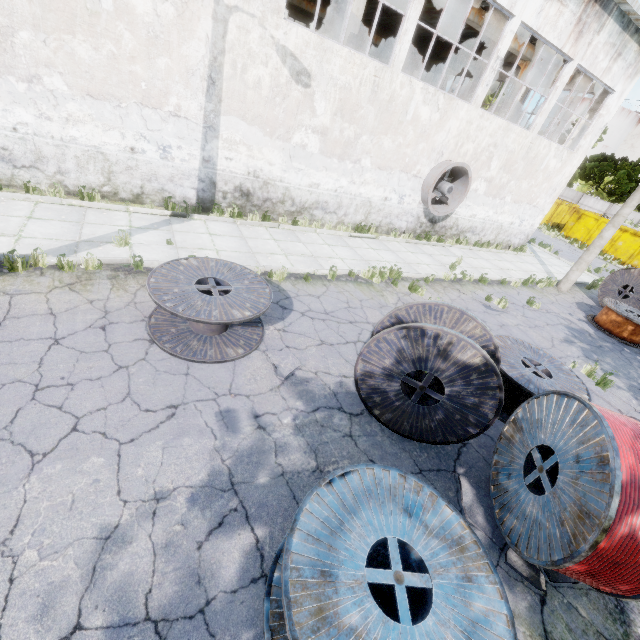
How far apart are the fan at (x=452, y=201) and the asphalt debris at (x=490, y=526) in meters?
11.4

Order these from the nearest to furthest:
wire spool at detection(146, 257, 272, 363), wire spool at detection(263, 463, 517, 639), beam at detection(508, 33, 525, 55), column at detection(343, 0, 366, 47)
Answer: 1. wire spool at detection(263, 463, 517, 639)
2. wire spool at detection(146, 257, 272, 363)
3. column at detection(343, 0, 366, 47)
4. beam at detection(508, 33, 525, 55)

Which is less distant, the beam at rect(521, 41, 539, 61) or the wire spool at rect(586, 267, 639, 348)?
the wire spool at rect(586, 267, 639, 348)

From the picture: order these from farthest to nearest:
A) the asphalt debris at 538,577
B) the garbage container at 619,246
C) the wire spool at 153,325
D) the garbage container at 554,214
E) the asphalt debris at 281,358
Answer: the garbage container at 554,214 → the garbage container at 619,246 → the asphalt debris at 281,358 → the wire spool at 153,325 → the asphalt debris at 538,577

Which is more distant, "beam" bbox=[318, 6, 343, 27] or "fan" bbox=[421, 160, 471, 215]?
"beam" bbox=[318, 6, 343, 27]

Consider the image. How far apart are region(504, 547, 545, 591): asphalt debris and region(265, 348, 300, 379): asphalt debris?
3.86m

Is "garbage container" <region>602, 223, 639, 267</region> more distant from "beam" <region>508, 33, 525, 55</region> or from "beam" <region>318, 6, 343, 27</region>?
"beam" <region>318, 6, 343, 27</region>

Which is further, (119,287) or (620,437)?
(119,287)
